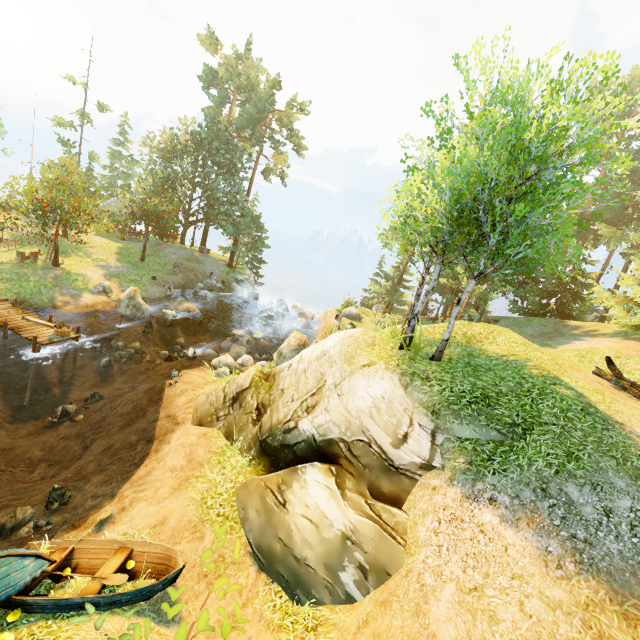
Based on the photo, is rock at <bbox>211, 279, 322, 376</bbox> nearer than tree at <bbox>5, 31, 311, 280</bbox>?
Yes

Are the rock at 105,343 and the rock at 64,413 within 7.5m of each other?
yes

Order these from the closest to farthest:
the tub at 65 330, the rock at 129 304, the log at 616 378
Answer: the log at 616 378
the tub at 65 330
the rock at 129 304

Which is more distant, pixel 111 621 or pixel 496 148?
pixel 496 148

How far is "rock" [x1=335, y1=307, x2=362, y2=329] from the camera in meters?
A: 28.1

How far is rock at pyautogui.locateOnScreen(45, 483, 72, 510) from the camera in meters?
8.9

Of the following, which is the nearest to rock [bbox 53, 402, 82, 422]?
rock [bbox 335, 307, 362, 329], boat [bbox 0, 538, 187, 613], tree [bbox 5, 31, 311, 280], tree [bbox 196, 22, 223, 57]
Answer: boat [bbox 0, 538, 187, 613]

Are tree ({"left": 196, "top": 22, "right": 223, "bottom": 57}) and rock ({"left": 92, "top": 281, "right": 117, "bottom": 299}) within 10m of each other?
no
